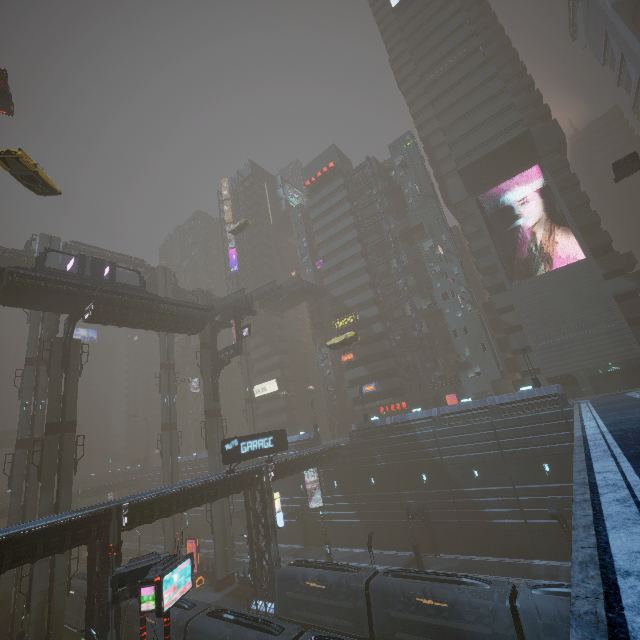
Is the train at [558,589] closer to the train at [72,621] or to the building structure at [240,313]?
the train at [72,621]

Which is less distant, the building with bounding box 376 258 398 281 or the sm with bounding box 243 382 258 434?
the building with bounding box 376 258 398 281

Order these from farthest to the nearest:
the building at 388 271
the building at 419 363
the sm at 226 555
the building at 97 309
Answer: the building at 388 271, the building at 419 363, the sm at 226 555, the building at 97 309

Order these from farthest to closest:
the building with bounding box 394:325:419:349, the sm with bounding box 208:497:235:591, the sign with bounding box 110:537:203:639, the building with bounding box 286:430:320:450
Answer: the building with bounding box 394:325:419:349, the building with bounding box 286:430:320:450, the sm with bounding box 208:497:235:591, the sign with bounding box 110:537:203:639

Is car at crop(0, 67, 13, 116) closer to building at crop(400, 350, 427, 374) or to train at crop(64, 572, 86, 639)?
building at crop(400, 350, 427, 374)

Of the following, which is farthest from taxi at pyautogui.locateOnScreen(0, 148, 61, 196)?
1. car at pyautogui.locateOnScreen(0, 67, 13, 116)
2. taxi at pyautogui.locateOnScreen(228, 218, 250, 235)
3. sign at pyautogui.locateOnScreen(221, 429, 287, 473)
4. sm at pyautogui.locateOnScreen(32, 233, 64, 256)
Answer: sign at pyautogui.locateOnScreen(221, 429, 287, 473)

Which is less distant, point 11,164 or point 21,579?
point 11,164

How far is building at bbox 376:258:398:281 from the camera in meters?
55.0
